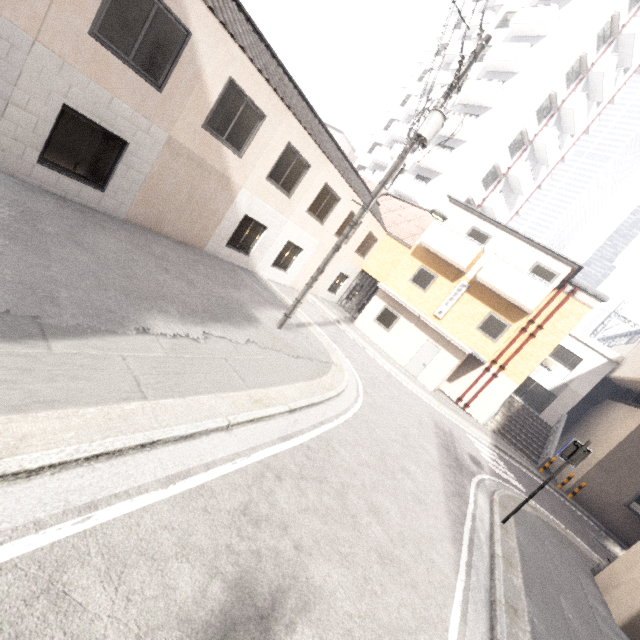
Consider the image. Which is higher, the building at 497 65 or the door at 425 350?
the building at 497 65

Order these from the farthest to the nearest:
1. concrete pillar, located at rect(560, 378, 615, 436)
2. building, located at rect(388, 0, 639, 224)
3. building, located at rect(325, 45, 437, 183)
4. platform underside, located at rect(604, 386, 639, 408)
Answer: building, located at rect(325, 45, 437, 183) → building, located at rect(388, 0, 639, 224) → concrete pillar, located at rect(560, 378, 615, 436) → platform underside, located at rect(604, 386, 639, 408)

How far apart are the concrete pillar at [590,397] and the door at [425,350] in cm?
1406

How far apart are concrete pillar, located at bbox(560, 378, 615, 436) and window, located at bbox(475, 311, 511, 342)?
12.8m

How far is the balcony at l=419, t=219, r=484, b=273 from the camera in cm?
1627

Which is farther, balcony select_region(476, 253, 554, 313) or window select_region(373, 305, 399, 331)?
window select_region(373, 305, 399, 331)

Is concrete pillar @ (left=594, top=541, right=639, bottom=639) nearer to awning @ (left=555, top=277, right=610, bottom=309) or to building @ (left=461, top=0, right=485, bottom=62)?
awning @ (left=555, top=277, right=610, bottom=309)

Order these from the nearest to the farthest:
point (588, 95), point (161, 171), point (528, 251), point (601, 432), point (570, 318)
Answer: point (161, 171) → point (528, 251) → point (570, 318) → point (601, 432) → point (588, 95)
